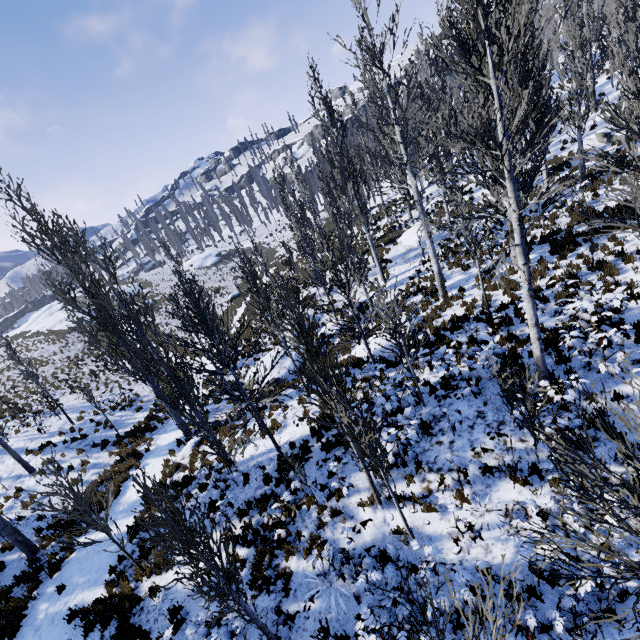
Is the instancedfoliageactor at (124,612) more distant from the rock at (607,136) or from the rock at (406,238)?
the rock at (607,136)

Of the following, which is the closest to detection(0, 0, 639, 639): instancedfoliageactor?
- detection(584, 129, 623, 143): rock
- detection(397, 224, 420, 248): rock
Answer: detection(397, 224, 420, 248): rock

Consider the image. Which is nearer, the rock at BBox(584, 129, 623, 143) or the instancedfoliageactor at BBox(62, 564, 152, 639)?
the instancedfoliageactor at BBox(62, 564, 152, 639)

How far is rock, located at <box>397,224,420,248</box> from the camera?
23.33m

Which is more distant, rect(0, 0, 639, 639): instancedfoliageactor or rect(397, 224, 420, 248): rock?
rect(397, 224, 420, 248): rock

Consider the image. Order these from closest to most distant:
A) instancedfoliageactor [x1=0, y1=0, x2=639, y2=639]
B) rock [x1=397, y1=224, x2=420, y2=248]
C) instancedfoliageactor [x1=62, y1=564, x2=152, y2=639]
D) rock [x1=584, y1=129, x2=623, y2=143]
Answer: instancedfoliageactor [x1=0, y1=0, x2=639, y2=639] < instancedfoliageactor [x1=62, y1=564, x2=152, y2=639] < rock [x1=584, y1=129, x2=623, y2=143] < rock [x1=397, y1=224, x2=420, y2=248]

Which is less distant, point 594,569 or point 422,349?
point 594,569
